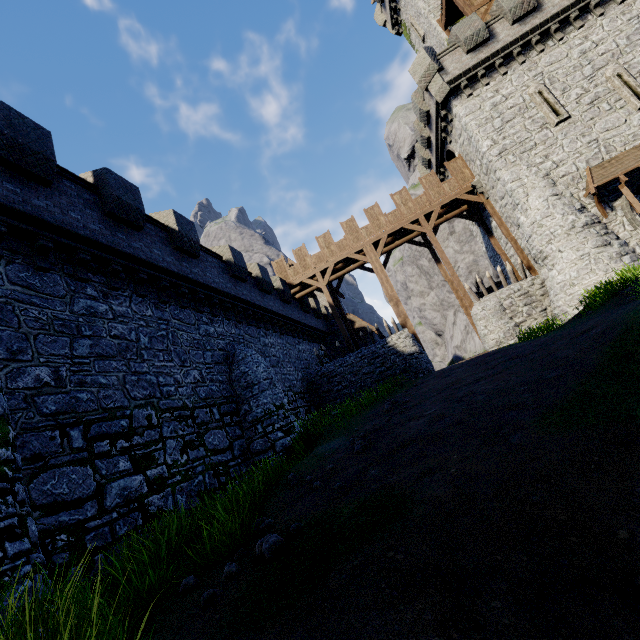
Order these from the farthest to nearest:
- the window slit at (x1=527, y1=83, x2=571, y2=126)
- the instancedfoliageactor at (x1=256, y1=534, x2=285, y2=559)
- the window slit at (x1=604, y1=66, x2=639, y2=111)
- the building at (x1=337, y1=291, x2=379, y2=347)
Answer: the building at (x1=337, y1=291, x2=379, y2=347), the window slit at (x1=527, y1=83, x2=571, y2=126), the window slit at (x1=604, y1=66, x2=639, y2=111), the instancedfoliageactor at (x1=256, y1=534, x2=285, y2=559)

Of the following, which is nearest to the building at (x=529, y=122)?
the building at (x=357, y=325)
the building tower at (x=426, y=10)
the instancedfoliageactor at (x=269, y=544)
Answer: the building tower at (x=426, y=10)

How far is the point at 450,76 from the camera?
18.5 meters

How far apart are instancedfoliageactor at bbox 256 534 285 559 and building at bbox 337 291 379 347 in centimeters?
2694cm

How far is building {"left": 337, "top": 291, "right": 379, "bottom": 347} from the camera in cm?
3175

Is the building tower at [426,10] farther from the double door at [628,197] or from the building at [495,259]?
the double door at [628,197]

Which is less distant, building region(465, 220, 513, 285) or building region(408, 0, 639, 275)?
building region(408, 0, 639, 275)

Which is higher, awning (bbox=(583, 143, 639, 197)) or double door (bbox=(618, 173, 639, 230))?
awning (bbox=(583, 143, 639, 197))
